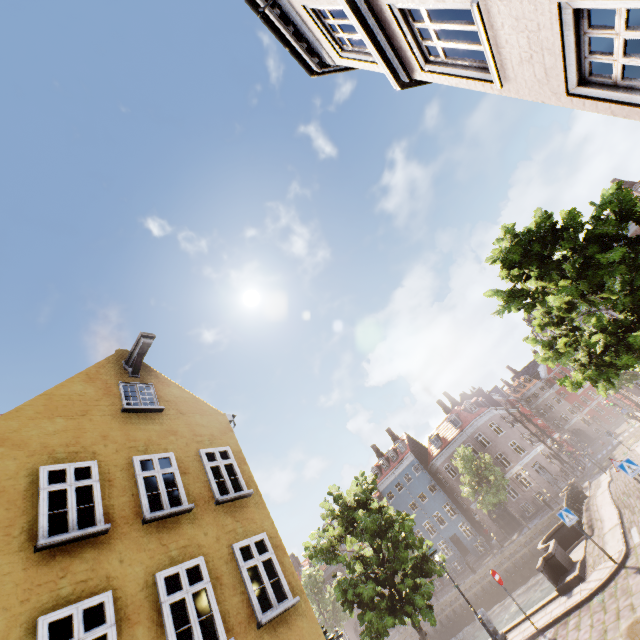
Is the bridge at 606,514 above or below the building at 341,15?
below

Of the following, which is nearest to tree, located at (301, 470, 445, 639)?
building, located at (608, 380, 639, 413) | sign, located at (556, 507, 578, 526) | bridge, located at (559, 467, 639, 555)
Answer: bridge, located at (559, 467, 639, 555)

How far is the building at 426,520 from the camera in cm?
3756

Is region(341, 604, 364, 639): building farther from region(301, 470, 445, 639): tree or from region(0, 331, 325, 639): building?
region(0, 331, 325, 639): building

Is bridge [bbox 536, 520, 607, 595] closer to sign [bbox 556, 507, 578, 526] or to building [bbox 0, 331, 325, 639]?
sign [bbox 556, 507, 578, 526]

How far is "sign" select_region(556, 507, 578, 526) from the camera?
11.97m

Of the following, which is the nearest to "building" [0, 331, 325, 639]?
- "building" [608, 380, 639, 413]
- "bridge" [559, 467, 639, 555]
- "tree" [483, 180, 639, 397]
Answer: "tree" [483, 180, 639, 397]

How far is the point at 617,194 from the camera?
11.8m
